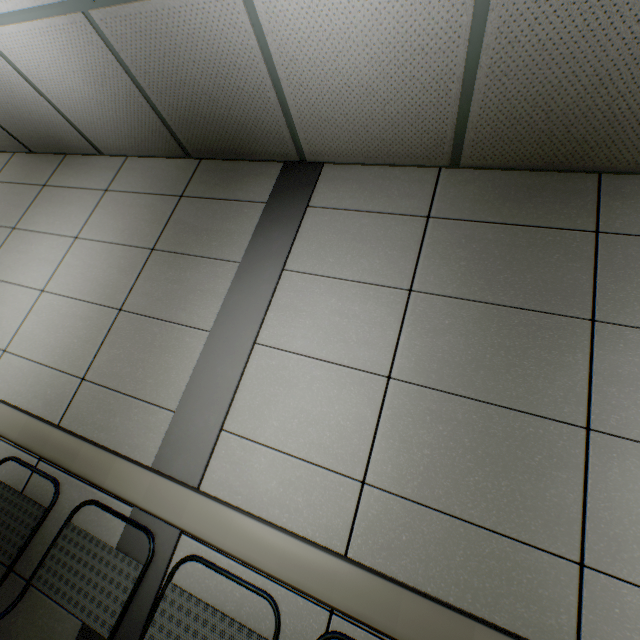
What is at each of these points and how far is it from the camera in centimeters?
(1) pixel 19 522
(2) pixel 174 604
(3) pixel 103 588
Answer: (1) chair, 163cm
(2) chair, 133cm
(3) chair, 141cm
